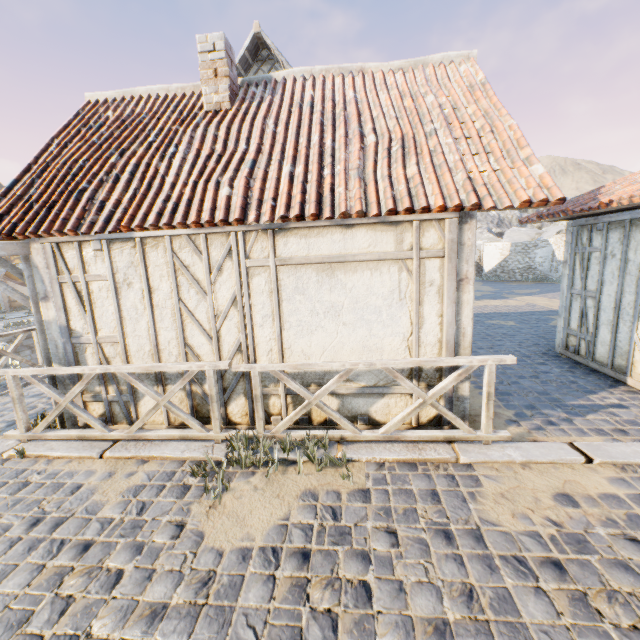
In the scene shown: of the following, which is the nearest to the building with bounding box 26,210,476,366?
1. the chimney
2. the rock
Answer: the chimney

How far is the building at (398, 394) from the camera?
4.3m

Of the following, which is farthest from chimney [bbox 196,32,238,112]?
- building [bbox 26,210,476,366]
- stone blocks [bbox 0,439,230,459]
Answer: stone blocks [bbox 0,439,230,459]

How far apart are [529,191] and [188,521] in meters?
5.1 m

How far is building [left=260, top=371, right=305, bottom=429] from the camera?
4.46m

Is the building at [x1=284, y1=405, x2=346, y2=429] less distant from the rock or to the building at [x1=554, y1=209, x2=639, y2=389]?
the building at [x1=554, y1=209, x2=639, y2=389]

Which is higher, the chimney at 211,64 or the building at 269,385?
the chimney at 211,64

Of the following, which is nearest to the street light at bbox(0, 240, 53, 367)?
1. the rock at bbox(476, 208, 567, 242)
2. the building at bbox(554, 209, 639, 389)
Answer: the building at bbox(554, 209, 639, 389)
